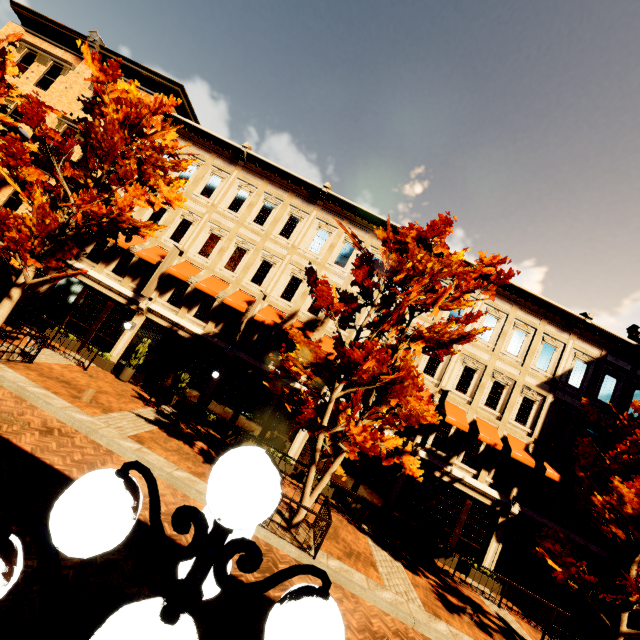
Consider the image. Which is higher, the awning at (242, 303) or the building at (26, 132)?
the building at (26, 132)

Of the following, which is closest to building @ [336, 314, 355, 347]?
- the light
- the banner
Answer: the banner

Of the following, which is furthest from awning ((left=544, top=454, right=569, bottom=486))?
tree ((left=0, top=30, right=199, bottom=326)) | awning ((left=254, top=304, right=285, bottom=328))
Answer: awning ((left=254, top=304, right=285, bottom=328))

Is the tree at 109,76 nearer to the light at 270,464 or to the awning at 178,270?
the awning at 178,270

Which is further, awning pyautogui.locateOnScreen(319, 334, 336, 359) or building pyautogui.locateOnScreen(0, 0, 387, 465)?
building pyautogui.locateOnScreen(0, 0, 387, 465)

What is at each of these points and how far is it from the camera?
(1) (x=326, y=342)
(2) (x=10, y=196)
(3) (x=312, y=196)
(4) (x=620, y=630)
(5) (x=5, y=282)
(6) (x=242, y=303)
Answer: (1) awning, 15.8m
(2) building, 17.1m
(3) building, 17.6m
(4) tree, 9.1m
(5) building, 16.1m
(6) awning, 15.7m

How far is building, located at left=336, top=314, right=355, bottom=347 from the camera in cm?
1617

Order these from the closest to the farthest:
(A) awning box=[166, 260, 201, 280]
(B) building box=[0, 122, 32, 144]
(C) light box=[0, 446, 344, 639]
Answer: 1. (C) light box=[0, 446, 344, 639]
2. (A) awning box=[166, 260, 201, 280]
3. (B) building box=[0, 122, 32, 144]
